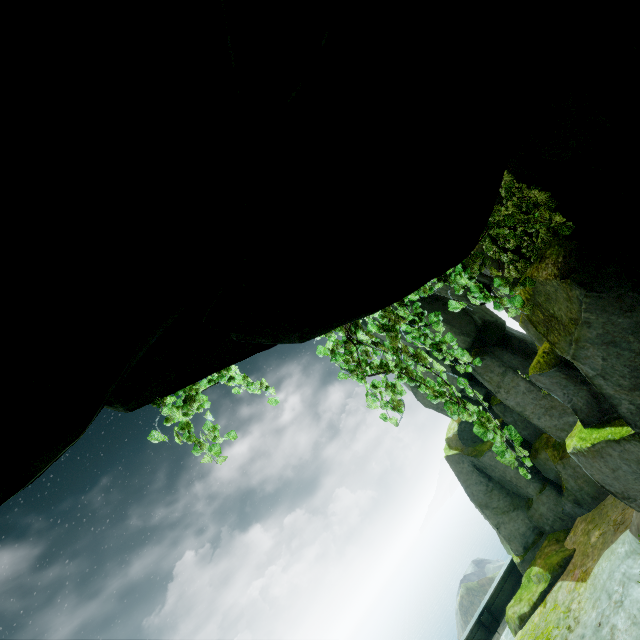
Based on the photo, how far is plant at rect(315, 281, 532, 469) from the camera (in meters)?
3.62

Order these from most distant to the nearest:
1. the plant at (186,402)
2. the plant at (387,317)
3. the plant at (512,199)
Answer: the plant at (512,199) < the plant at (387,317) < the plant at (186,402)

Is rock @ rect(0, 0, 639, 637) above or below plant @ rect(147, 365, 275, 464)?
below

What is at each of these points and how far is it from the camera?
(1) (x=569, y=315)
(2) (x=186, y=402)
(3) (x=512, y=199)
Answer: (1) rock, 4.0m
(2) plant, 3.4m
(3) plant, 5.2m

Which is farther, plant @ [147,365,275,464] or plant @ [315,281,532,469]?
plant @ [315,281,532,469]

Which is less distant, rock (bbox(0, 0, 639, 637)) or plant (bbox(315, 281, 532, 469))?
rock (bbox(0, 0, 639, 637))

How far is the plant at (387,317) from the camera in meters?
3.6

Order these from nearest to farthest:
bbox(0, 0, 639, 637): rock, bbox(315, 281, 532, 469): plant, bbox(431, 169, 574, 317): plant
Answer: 1. bbox(0, 0, 639, 637): rock
2. bbox(315, 281, 532, 469): plant
3. bbox(431, 169, 574, 317): plant
